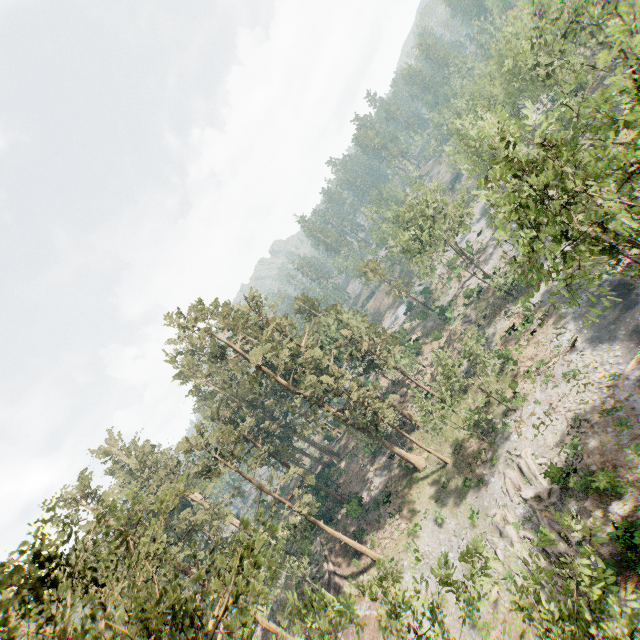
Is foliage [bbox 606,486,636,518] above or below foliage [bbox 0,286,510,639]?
below

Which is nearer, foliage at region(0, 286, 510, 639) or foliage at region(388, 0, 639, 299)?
foliage at region(0, 286, 510, 639)

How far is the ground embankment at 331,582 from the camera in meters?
34.3 m

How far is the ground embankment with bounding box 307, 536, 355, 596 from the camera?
34.31m

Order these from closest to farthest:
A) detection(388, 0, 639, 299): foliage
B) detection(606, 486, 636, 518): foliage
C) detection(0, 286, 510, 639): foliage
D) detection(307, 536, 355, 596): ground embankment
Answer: detection(0, 286, 510, 639): foliage
detection(388, 0, 639, 299): foliage
detection(606, 486, 636, 518): foliage
detection(307, 536, 355, 596): ground embankment

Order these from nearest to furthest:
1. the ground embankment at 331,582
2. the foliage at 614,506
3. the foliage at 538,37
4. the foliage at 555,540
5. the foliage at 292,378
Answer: the foliage at 292,378
the foliage at 555,540
the foliage at 538,37
the foliage at 614,506
the ground embankment at 331,582

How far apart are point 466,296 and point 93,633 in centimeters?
6442cm
